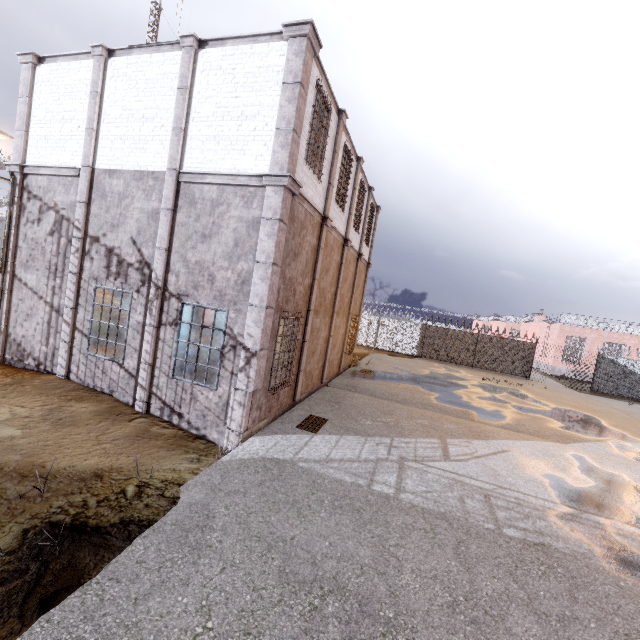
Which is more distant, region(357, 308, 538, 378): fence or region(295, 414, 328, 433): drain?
region(357, 308, 538, 378): fence

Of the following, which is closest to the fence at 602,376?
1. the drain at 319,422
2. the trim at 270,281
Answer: the trim at 270,281

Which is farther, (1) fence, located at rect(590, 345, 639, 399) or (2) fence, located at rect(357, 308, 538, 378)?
(2) fence, located at rect(357, 308, 538, 378)

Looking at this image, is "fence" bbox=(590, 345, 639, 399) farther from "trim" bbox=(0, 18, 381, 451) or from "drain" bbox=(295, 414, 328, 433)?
"drain" bbox=(295, 414, 328, 433)

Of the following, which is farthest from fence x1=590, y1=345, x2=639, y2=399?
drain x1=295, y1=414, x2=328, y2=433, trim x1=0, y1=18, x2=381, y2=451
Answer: drain x1=295, y1=414, x2=328, y2=433

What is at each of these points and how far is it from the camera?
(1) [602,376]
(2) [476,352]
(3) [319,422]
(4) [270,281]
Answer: (1) fence, 23.2 meters
(2) fence, 25.7 meters
(3) drain, 9.0 meters
(4) trim, 7.3 meters
